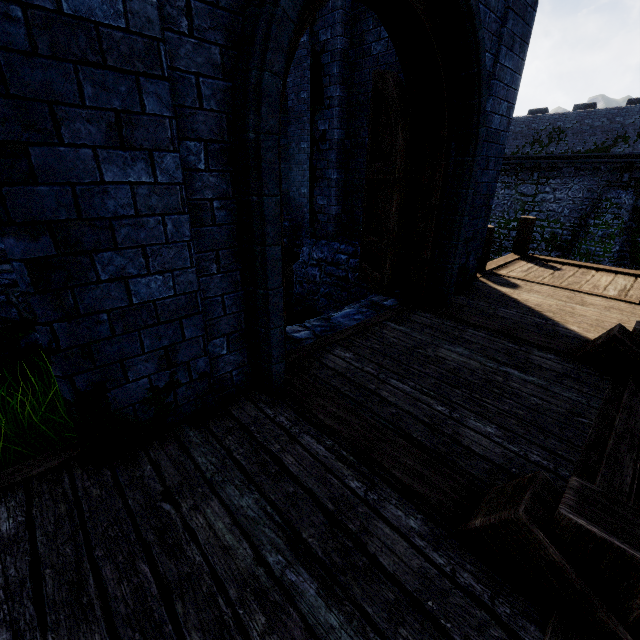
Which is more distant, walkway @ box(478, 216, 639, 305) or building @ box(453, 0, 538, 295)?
walkway @ box(478, 216, 639, 305)

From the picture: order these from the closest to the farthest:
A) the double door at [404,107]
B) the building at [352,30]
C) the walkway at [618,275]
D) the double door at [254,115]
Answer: the double door at [254,115] < the double door at [404,107] < the building at [352,30] < the walkway at [618,275]

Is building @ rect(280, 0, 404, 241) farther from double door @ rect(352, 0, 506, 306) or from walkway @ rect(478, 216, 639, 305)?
walkway @ rect(478, 216, 639, 305)

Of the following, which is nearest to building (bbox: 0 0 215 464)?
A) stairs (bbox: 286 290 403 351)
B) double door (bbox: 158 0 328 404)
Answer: double door (bbox: 158 0 328 404)

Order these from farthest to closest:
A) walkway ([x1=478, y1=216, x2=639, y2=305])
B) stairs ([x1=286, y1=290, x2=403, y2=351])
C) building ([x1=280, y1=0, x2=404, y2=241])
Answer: walkway ([x1=478, y1=216, x2=639, y2=305]) < building ([x1=280, y1=0, x2=404, y2=241]) < stairs ([x1=286, y1=290, x2=403, y2=351])

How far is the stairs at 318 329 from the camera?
4.2 meters

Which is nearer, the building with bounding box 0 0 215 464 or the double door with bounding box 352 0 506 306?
the building with bounding box 0 0 215 464

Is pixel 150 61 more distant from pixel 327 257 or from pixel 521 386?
pixel 327 257
